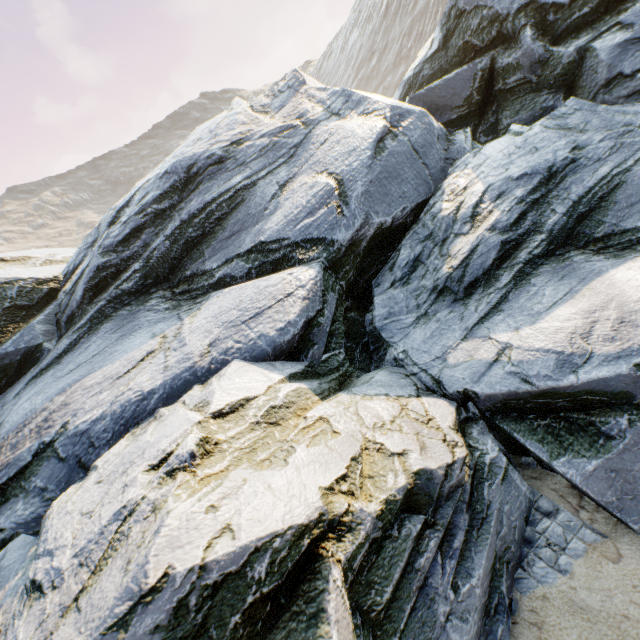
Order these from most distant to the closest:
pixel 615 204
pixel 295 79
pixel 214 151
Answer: pixel 295 79
pixel 214 151
pixel 615 204
